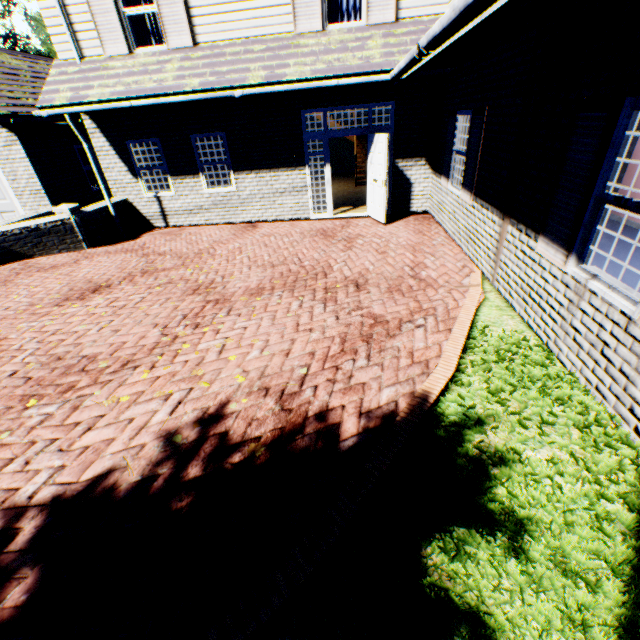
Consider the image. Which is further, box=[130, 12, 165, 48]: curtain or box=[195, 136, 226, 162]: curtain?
box=[195, 136, 226, 162]: curtain

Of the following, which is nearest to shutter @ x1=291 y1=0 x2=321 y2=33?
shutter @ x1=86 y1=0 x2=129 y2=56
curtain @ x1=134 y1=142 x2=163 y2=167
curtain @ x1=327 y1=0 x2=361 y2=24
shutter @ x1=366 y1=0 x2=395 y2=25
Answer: curtain @ x1=327 y1=0 x2=361 y2=24

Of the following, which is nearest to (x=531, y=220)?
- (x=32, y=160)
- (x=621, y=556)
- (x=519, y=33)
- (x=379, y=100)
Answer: (x=519, y=33)

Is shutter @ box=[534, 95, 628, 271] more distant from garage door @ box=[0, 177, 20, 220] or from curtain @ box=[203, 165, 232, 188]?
garage door @ box=[0, 177, 20, 220]

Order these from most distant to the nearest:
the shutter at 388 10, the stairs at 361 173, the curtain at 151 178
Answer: the stairs at 361 173, the curtain at 151 178, the shutter at 388 10

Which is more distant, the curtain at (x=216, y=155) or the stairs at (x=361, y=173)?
the stairs at (x=361, y=173)

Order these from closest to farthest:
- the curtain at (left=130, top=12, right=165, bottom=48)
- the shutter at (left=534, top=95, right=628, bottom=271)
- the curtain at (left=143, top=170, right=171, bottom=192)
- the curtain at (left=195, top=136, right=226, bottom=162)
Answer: the shutter at (left=534, top=95, right=628, bottom=271), the curtain at (left=130, top=12, right=165, bottom=48), the curtain at (left=195, top=136, right=226, bottom=162), the curtain at (left=143, top=170, right=171, bottom=192)

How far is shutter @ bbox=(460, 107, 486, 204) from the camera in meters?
5.7
